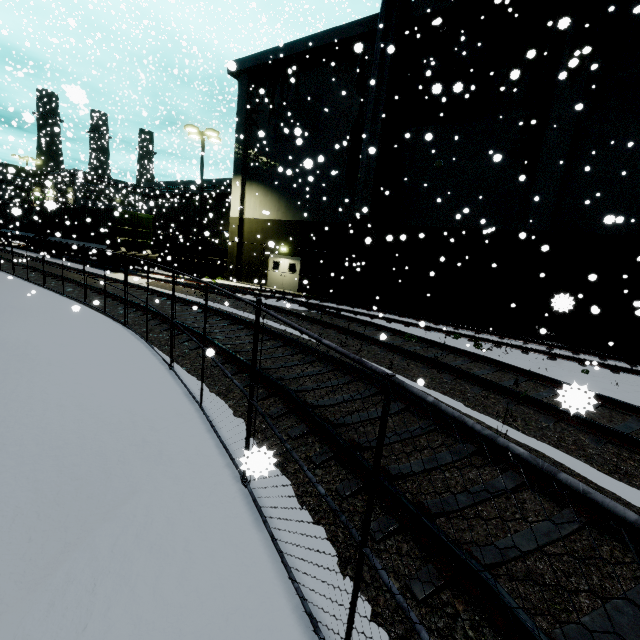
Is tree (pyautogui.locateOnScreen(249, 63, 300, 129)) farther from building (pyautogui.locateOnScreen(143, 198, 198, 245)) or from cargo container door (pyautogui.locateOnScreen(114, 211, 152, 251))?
cargo container door (pyautogui.locateOnScreen(114, 211, 152, 251))

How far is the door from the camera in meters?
23.0 m

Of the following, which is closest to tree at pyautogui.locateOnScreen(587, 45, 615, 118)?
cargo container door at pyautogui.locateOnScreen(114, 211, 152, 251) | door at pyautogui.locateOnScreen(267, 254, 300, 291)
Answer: cargo container door at pyautogui.locateOnScreen(114, 211, 152, 251)

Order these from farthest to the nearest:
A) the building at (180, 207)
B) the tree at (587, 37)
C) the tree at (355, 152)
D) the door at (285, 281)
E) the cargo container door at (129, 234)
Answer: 1. the building at (180, 207)
2. the door at (285, 281)
3. the cargo container door at (129, 234)
4. the tree at (355, 152)
5. the tree at (587, 37)

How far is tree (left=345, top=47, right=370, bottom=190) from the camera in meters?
18.2 m

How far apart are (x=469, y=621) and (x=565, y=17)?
8.6 meters

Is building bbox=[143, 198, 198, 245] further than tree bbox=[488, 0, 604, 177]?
Yes

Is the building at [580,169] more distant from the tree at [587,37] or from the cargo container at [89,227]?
→ the cargo container at [89,227]
